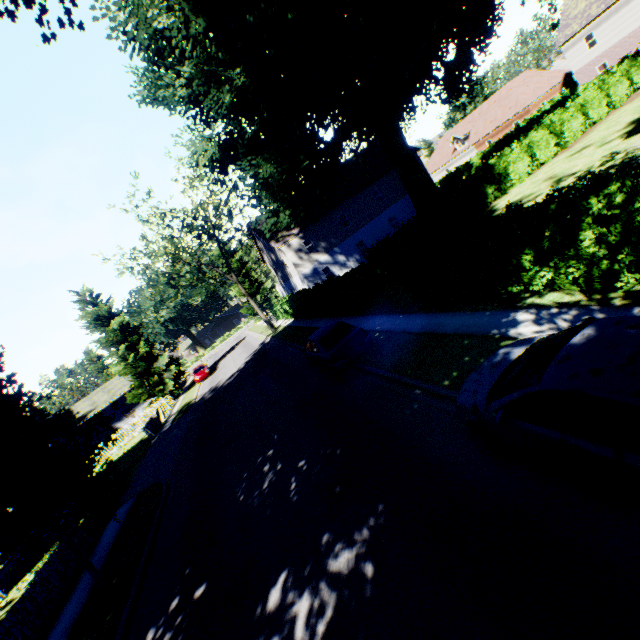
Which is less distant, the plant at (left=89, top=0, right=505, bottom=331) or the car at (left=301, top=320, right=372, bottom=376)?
the car at (left=301, top=320, right=372, bottom=376)

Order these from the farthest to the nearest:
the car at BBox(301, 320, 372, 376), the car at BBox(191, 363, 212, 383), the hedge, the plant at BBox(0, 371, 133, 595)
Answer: the car at BBox(191, 363, 212, 383), the car at BBox(301, 320, 372, 376), the plant at BBox(0, 371, 133, 595), the hedge

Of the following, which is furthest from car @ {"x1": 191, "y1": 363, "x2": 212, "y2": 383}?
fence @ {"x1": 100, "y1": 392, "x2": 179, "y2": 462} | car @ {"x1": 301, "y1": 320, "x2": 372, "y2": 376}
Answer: car @ {"x1": 301, "y1": 320, "x2": 372, "y2": 376}

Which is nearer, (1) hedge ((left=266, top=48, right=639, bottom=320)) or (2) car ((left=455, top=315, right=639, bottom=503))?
(2) car ((left=455, top=315, right=639, bottom=503))

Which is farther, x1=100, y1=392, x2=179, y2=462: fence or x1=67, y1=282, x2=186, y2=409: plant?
x1=67, y1=282, x2=186, y2=409: plant

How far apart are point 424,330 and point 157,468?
15.8m

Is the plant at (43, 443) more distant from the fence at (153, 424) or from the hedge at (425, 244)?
the hedge at (425, 244)

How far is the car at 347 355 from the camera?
11.6 meters
